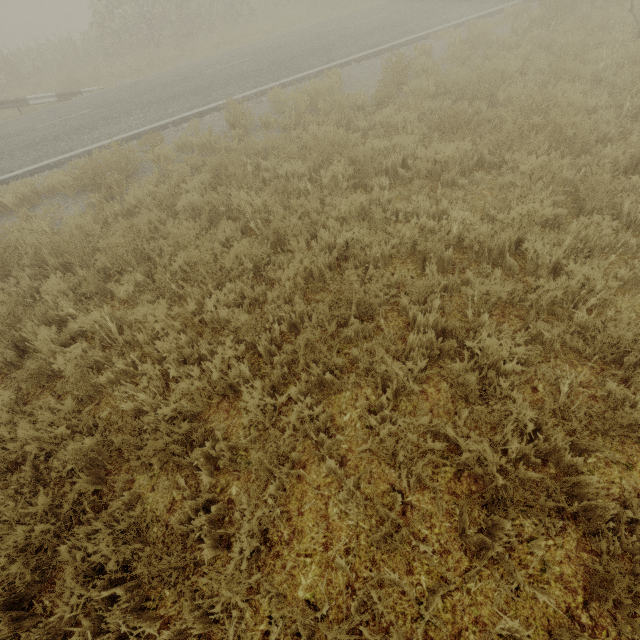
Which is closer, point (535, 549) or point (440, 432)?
point (535, 549)
